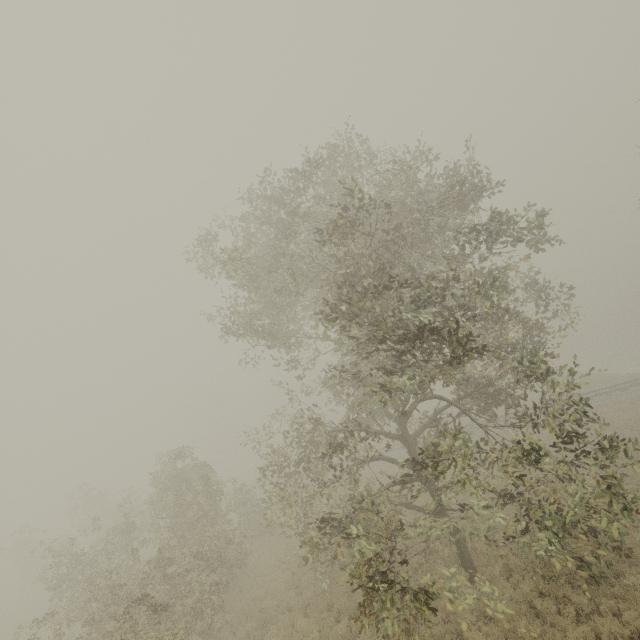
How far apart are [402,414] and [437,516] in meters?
4.3
